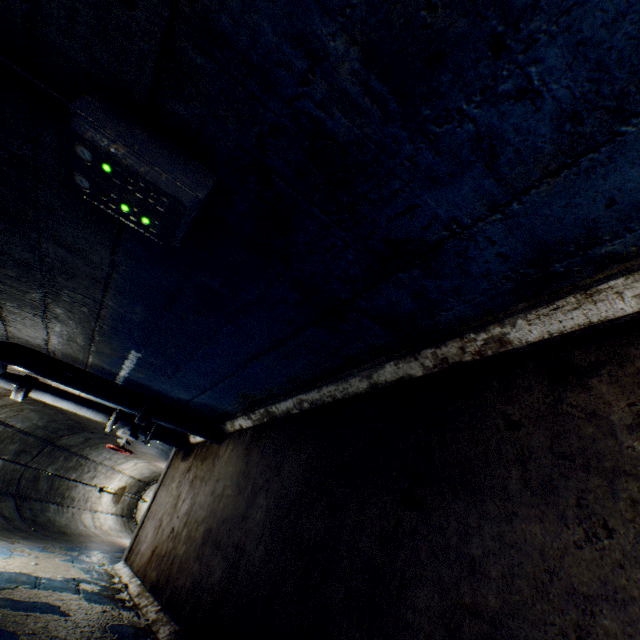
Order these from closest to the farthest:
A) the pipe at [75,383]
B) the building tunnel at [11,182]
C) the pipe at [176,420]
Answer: the building tunnel at [11,182], the pipe at [75,383], the pipe at [176,420]

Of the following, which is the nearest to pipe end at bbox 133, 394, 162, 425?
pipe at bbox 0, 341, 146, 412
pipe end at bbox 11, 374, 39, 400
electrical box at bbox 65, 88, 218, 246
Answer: pipe at bbox 0, 341, 146, 412

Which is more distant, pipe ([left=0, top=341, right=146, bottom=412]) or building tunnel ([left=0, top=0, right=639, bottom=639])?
pipe ([left=0, top=341, right=146, bottom=412])

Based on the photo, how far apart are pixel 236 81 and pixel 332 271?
0.7 meters

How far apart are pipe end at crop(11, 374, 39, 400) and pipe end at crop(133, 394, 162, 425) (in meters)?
1.46

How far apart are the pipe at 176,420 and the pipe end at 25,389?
1.6m

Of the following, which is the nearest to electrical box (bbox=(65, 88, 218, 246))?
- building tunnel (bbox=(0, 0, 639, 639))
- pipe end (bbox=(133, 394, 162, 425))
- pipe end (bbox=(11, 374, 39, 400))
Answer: building tunnel (bbox=(0, 0, 639, 639))

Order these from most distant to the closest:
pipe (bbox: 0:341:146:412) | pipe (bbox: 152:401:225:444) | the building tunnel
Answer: pipe (bbox: 152:401:225:444) < pipe (bbox: 0:341:146:412) < the building tunnel
